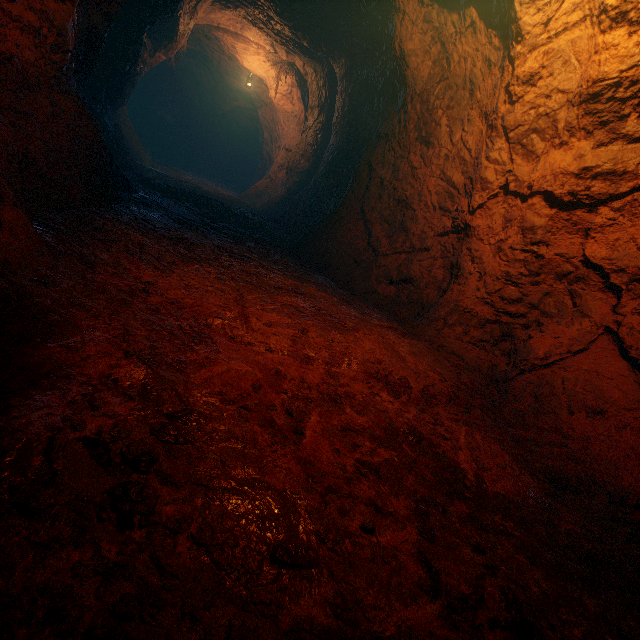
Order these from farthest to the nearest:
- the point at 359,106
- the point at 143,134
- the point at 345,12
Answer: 1. the point at 143,134
2. the point at 359,106
3. the point at 345,12
